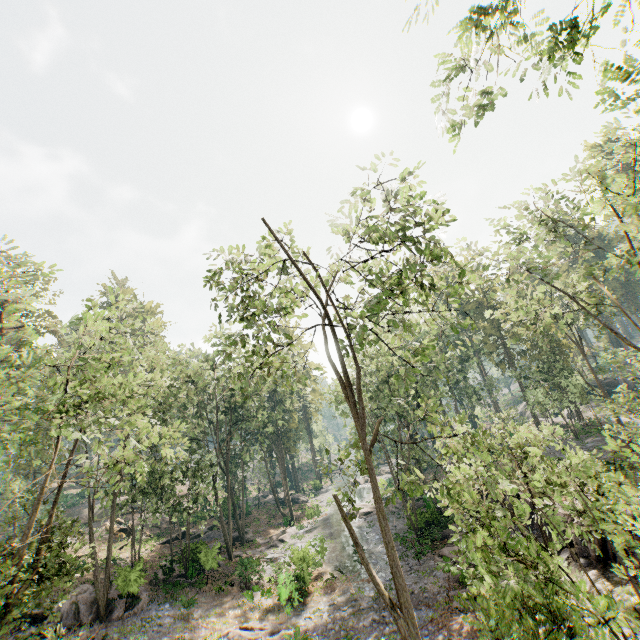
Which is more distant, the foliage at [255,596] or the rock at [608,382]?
the rock at [608,382]

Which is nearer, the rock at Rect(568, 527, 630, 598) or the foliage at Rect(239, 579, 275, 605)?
the rock at Rect(568, 527, 630, 598)

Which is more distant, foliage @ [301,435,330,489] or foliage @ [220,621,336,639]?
foliage @ [220,621,336,639]

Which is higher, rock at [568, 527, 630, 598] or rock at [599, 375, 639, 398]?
rock at [599, 375, 639, 398]

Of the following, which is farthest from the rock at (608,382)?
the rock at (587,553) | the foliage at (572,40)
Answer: the rock at (587,553)

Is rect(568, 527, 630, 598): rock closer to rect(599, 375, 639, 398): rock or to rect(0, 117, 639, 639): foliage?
rect(0, 117, 639, 639): foliage

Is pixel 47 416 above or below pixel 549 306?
below
